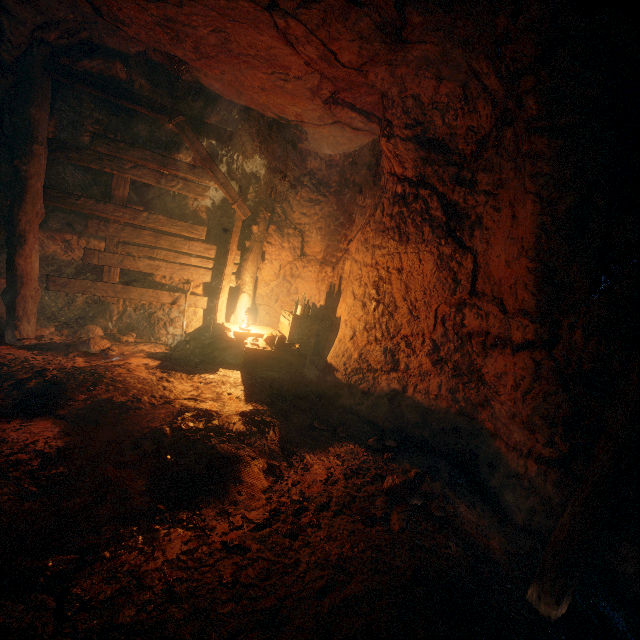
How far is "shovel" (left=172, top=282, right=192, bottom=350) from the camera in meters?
6.0 m

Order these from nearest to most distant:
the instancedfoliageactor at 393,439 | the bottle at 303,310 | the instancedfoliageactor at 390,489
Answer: the instancedfoliageactor at 390,489, the instancedfoliageactor at 393,439, the bottle at 303,310

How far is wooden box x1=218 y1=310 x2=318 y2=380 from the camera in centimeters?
547cm

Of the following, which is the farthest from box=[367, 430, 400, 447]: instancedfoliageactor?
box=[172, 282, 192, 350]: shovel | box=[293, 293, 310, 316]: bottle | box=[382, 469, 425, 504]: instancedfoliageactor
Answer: box=[172, 282, 192, 350]: shovel

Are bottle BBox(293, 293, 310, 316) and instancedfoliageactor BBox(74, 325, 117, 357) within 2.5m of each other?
no

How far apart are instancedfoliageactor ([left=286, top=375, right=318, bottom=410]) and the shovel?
1.87m

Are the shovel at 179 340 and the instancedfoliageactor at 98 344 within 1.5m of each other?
yes

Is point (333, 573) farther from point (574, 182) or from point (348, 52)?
point (348, 52)
